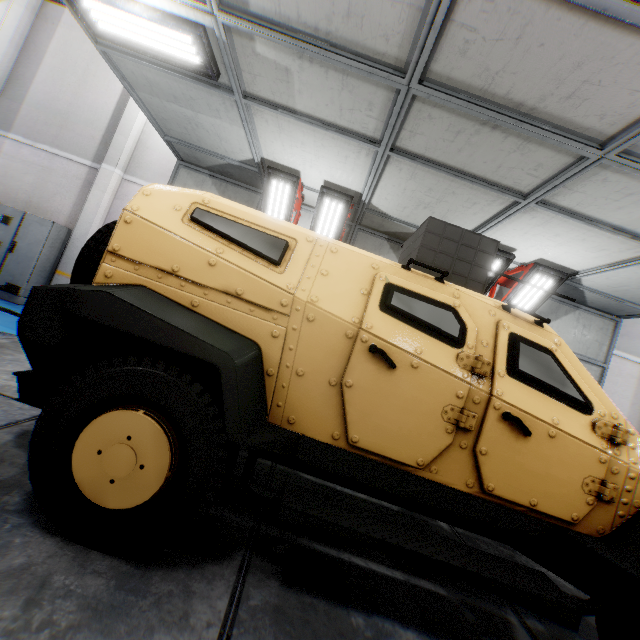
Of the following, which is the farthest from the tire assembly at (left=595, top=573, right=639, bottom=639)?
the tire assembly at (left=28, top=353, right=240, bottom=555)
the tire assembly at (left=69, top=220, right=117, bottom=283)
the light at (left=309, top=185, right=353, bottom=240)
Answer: the light at (left=309, top=185, right=353, bottom=240)

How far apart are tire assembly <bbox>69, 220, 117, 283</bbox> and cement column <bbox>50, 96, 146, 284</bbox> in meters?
6.7

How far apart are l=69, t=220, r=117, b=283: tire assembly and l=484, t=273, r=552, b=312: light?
5.73m

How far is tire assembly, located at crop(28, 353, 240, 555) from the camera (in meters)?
1.57

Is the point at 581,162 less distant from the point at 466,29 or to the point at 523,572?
the point at 466,29

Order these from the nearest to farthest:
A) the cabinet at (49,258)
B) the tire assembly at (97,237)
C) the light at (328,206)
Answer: the tire assembly at (97,237)
the light at (328,206)
the cabinet at (49,258)

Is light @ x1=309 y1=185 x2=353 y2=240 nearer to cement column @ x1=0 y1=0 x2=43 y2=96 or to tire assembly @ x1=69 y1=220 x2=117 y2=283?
tire assembly @ x1=69 y1=220 x2=117 y2=283

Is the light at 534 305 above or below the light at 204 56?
below
